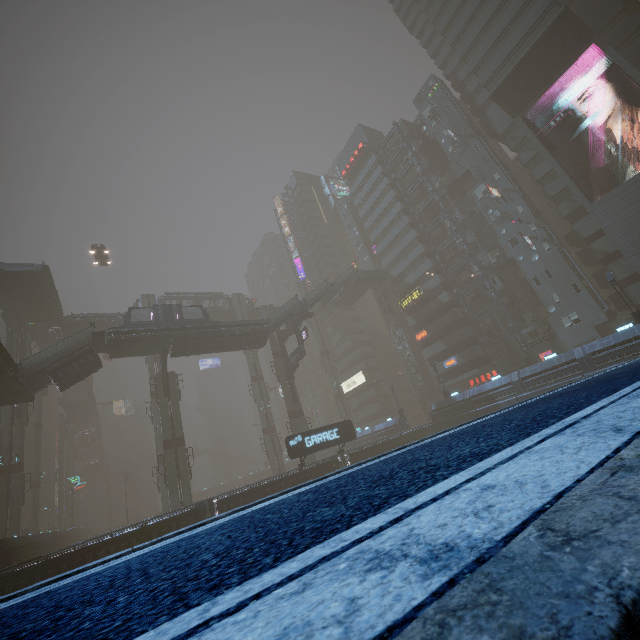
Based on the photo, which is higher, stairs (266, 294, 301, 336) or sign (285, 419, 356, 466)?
stairs (266, 294, 301, 336)

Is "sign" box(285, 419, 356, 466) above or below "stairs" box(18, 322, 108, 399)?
below

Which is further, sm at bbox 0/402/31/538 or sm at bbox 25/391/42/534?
sm at bbox 25/391/42/534

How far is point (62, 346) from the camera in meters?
31.1 m

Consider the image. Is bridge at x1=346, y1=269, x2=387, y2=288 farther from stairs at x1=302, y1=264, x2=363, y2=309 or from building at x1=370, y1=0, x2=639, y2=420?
building at x1=370, y1=0, x2=639, y2=420

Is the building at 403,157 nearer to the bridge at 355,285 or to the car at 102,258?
the bridge at 355,285

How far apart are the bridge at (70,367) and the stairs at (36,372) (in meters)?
0.01

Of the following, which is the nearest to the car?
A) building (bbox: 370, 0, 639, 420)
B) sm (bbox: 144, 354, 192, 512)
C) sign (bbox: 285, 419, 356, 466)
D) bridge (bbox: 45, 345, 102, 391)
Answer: building (bbox: 370, 0, 639, 420)
